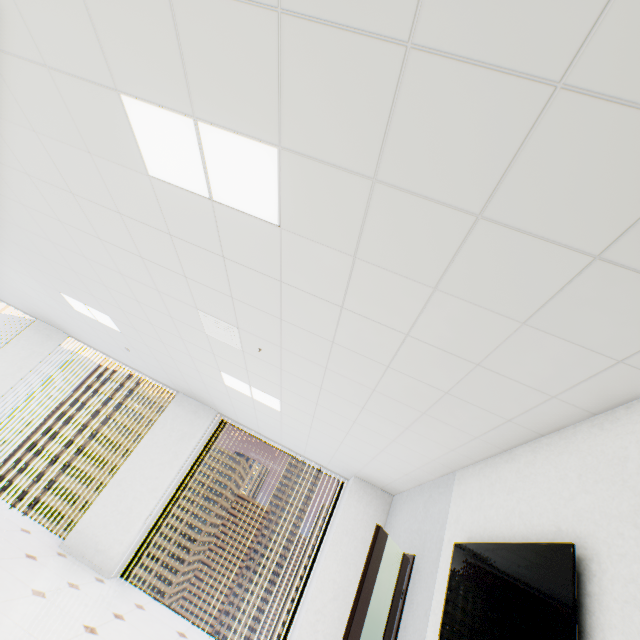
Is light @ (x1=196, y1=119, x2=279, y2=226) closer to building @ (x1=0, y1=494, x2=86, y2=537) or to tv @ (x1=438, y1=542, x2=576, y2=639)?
tv @ (x1=438, y1=542, x2=576, y2=639)

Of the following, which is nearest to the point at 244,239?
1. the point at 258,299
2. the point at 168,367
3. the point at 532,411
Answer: the point at 258,299

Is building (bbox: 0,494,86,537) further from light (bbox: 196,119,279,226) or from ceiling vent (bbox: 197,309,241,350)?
light (bbox: 196,119,279,226)

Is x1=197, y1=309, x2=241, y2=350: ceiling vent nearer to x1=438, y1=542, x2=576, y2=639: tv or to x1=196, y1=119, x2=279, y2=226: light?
x1=196, y1=119, x2=279, y2=226: light

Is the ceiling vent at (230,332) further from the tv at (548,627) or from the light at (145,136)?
the tv at (548,627)

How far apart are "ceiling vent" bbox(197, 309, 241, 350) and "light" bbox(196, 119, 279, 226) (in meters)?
1.52

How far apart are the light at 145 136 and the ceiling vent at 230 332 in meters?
1.5

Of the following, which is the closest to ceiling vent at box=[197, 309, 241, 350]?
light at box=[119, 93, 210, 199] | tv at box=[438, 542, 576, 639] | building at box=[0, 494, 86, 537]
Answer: light at box=[119, 93, 210, 199]
